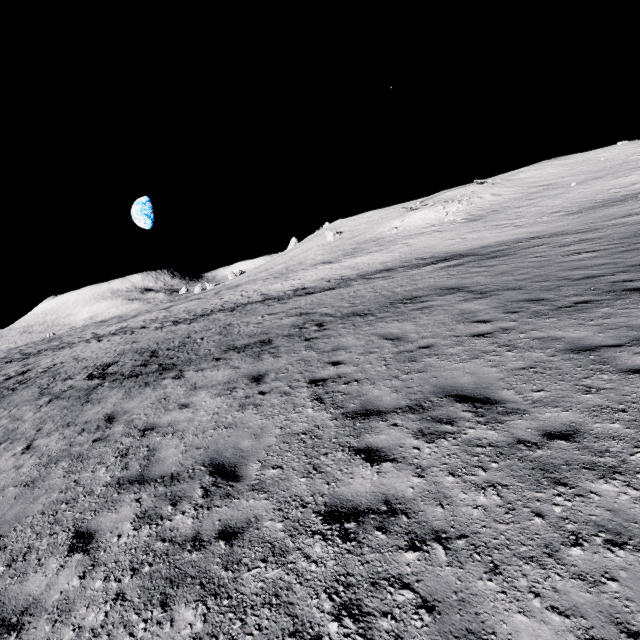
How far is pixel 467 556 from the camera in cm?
279
